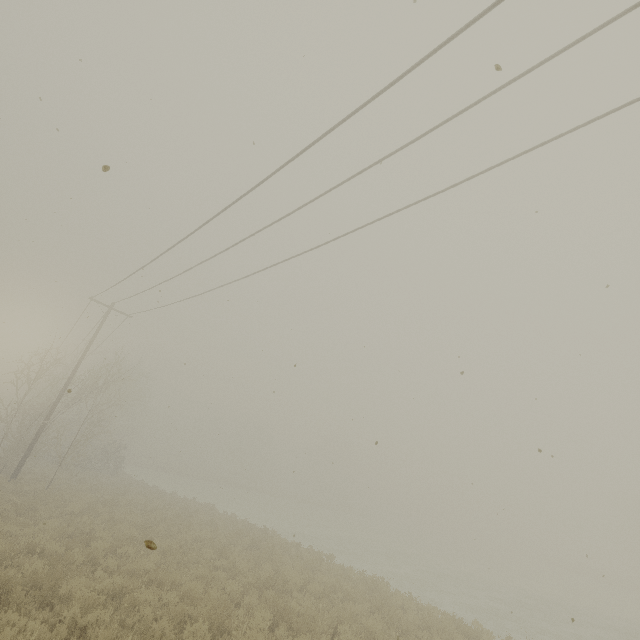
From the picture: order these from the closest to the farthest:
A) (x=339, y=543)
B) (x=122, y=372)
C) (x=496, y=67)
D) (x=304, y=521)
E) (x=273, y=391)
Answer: (x=496, y=67), (x=273, y=391), (x=339, y=543), (x=122, y=372), (x=304, y=521)
